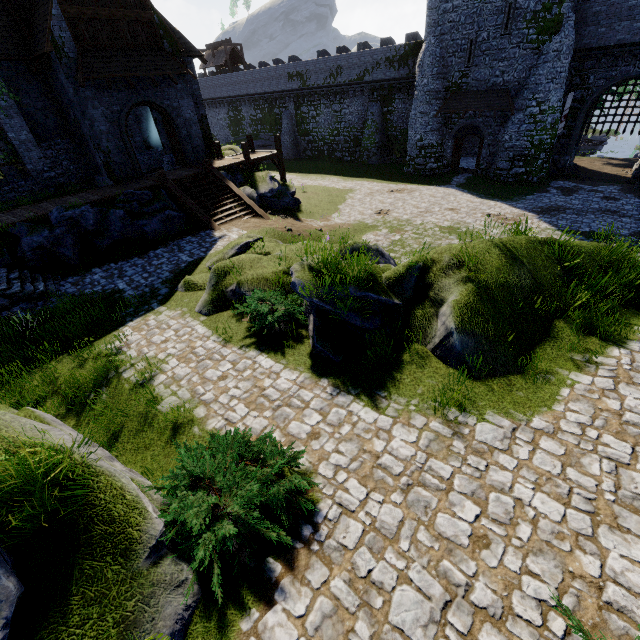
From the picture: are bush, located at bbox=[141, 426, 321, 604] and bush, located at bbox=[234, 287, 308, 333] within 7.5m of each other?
yes

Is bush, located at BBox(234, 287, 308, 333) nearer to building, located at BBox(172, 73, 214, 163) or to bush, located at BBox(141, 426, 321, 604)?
bush, located at BBox(141, 426, 321, 604)

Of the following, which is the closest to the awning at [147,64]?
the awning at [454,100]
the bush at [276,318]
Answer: the bush at [276,318]

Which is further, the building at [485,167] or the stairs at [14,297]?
the building at [485,167]

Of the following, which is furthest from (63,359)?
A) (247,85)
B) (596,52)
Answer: (247,85)

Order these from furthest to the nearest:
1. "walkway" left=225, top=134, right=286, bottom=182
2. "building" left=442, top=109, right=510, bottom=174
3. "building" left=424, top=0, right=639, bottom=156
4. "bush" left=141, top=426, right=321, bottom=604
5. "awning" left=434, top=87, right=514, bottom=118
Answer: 1. "building" left=442, top=109, right=510, bottom=174
2. "awning" left=434, top=87, right=514, bottom=118
3. "building" left=424, top=0, right=639, bottom=156
4. "walkway" left=225, top=134, right=286, bottom=182
5. "bush" left=141, top=426, right=321, bottom=604

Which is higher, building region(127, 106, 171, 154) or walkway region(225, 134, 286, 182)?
building region(127, 106, 171, 154)

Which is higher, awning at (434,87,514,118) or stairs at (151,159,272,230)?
awning at (434,87,514,118)
